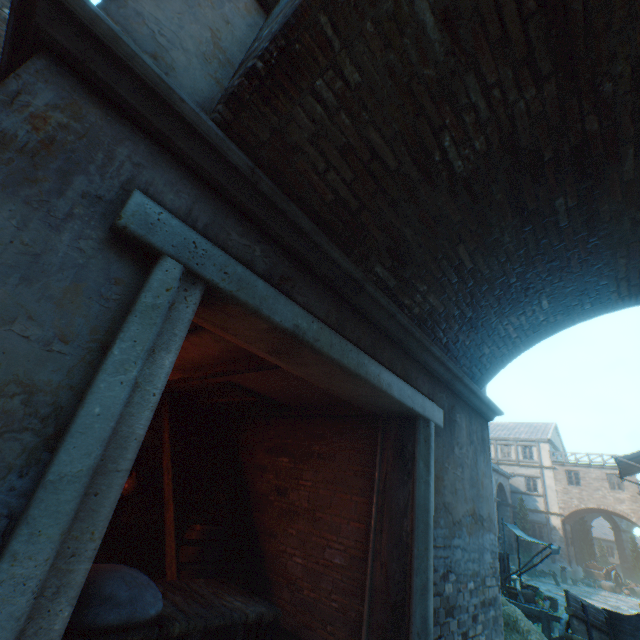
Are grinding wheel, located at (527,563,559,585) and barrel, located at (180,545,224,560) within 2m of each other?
no

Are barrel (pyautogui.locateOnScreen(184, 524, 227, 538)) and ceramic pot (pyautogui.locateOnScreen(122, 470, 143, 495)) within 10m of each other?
yes

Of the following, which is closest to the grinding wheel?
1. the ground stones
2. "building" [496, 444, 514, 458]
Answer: the ground stones

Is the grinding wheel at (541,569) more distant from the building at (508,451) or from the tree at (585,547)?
the tree at (585,547)

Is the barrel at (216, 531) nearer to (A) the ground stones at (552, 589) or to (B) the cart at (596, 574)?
(A) the ground stones at (552, 589)

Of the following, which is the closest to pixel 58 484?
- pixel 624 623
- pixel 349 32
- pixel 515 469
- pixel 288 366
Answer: pixel 288 366

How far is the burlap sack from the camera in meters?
1.6

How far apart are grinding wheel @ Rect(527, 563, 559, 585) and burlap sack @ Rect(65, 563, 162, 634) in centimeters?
3146cm
